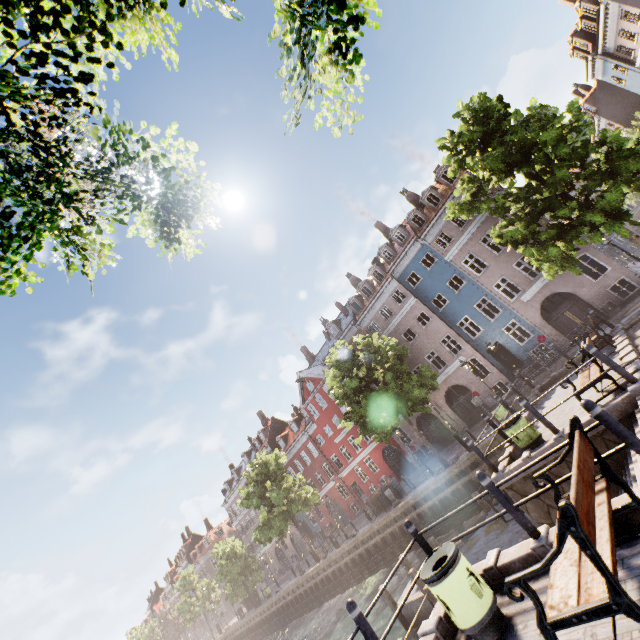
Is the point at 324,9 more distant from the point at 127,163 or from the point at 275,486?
the point at 275,486

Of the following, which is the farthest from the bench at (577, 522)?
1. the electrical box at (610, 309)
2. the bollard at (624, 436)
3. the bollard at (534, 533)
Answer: the electrical box at (610, 309)

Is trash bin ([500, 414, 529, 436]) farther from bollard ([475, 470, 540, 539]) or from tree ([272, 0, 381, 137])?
tree ([272, 0, 381, 137])

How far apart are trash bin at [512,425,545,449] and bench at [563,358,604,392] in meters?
1.6

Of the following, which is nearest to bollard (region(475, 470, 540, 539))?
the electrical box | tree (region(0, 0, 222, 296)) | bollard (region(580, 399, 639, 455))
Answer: bollard (region(580, 399, 639, 455))

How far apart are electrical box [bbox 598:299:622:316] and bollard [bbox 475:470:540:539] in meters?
21.2 m

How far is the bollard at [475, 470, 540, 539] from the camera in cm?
488

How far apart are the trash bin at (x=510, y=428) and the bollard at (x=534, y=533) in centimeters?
450cm
